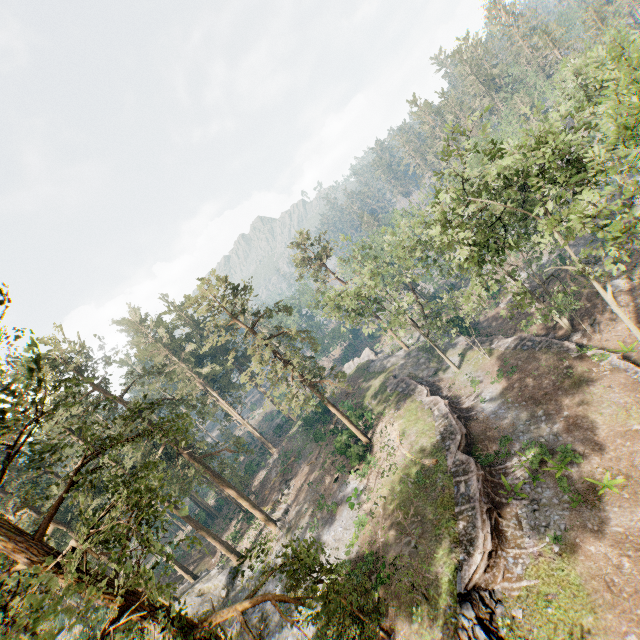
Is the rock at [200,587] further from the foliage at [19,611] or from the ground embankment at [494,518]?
the ground embankment at [494,518]

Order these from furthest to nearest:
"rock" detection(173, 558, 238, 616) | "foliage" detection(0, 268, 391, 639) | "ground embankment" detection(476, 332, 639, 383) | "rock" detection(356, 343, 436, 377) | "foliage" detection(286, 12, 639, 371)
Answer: "rock" detection(356, 343, 436, 377) → "rock" detection(173, 558, 238, 616) → "ground embankment" detection(476, 332, 639, 383) → "foliage" detection(286, 12, 639, 371) → "foliage" detection(0, 268, 391, 639)

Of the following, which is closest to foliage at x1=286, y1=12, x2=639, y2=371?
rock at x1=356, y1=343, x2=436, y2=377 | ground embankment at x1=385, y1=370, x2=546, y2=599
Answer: rock at x1=356, y1=343, x2=436, y2=377

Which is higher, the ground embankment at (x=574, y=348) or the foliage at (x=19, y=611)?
the foliage at (x=19, y=611)

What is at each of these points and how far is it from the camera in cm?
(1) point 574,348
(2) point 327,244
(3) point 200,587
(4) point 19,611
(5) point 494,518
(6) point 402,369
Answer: (1) ground embankment, 2762
(2) foliage, 4525
(3) rock, 3400
(4) foliage, 1103
(5) ground embankment, 1986
(6) rock, 4522

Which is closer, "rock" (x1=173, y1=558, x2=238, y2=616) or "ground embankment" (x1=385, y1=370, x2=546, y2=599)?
"ground embankment" (x1=385, y1=370, x2=546, y2=599)

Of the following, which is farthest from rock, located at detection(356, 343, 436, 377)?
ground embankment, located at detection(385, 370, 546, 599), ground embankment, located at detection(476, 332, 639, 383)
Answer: ground embankment, located at detection(476, 332, 639, 383)

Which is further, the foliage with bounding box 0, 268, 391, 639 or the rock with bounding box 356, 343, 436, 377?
the rock with bounding box 356, 343, 436, 377
